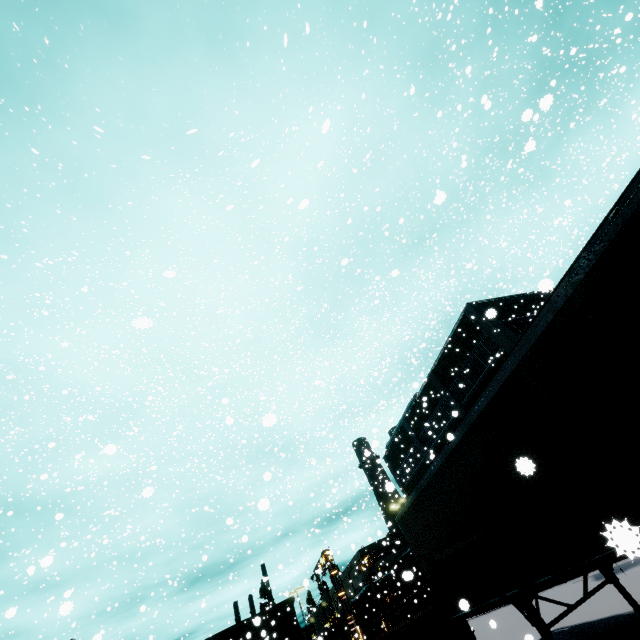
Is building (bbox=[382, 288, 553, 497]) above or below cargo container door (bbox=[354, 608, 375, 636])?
above

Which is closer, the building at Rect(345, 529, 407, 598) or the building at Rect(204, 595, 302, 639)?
the building at Rect(204, 595, 302, 639)

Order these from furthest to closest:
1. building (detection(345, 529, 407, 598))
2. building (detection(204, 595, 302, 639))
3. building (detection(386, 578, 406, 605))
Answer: building (detection(345, 529, 407, 598)), building (detection(204, 595, 302, 639)), building (detection(386, 578, 406, 605))

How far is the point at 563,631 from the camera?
8.25m

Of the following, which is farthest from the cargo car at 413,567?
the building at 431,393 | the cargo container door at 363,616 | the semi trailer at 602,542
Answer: the cargo container door at 363,616

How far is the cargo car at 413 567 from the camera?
17.15m
